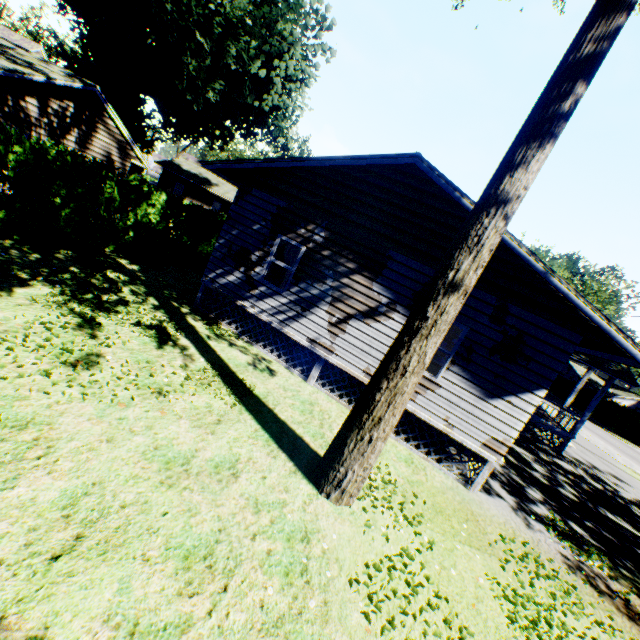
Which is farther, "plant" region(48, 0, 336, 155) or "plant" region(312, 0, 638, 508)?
"plant" region(48, 0, 336, 155)

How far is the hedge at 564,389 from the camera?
44.5m

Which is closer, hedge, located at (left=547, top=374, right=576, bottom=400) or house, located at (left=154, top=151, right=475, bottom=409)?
house, located at (left=154, top=151, right=475, bottom=409)

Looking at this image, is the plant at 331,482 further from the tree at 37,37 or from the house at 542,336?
the tree at 37,37

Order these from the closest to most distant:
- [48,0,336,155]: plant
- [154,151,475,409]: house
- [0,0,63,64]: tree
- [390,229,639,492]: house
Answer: [390,229,639,492]: house < [154,151,475,409]: house < [48,0,336,155]: plant < [0,0,63,64]: tree

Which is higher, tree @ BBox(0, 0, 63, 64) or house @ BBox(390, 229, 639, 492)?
tree @ BBox(0, 0, 63, 64)

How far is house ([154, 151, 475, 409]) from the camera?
8.3m

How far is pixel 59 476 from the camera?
3.72m
